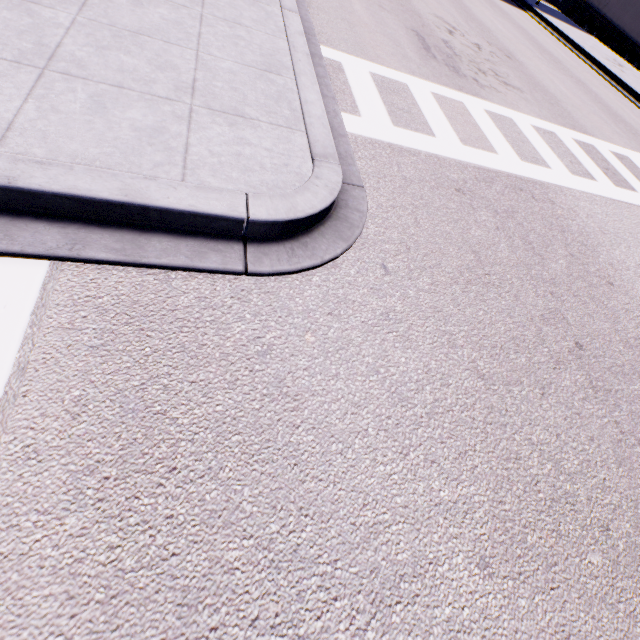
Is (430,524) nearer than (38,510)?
No
